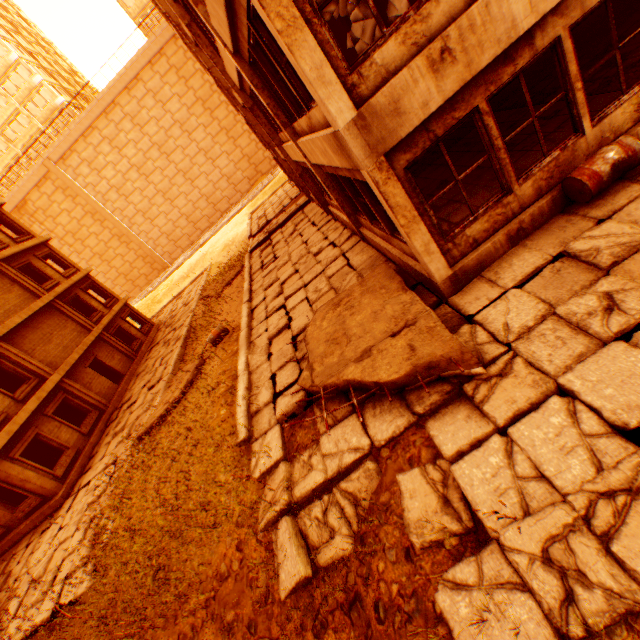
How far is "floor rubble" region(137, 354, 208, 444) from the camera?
10.6 meters

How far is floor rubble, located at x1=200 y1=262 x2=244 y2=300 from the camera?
19.6 meters

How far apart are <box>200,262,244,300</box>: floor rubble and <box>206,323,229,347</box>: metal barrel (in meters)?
6.54

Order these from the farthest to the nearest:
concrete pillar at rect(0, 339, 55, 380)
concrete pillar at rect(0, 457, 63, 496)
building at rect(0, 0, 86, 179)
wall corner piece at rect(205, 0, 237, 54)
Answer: building at rect(0, 0, 86, 179) → concrete pillar at rect(0, 339, 55, 380) → concrete pillar at rect(0, 457, 63, 496) → wall corner piece at rect(205, 0, 237, 54)

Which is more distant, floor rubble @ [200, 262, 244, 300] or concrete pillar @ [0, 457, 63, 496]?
floor rubble @ [200, 262, 244, 300]

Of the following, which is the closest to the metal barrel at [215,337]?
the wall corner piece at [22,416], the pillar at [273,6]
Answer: the wall corner piece at [22,416]

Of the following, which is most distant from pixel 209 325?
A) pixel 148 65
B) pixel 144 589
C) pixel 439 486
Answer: pixel 148 65

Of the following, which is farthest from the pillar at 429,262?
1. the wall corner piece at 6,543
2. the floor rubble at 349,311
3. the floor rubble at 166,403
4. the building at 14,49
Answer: the building at 14,49
